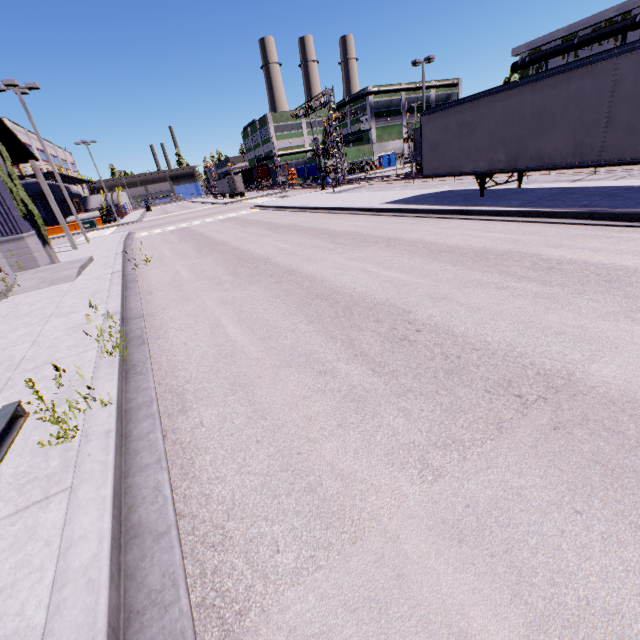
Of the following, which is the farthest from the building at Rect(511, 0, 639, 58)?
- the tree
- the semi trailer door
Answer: the semi trailer door

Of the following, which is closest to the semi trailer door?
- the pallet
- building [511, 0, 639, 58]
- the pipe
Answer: building [511, 0, 639, 58]

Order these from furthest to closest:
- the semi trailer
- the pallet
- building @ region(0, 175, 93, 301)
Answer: building @ region(0, 175, 93, 301)
the semi trailer
the pallet

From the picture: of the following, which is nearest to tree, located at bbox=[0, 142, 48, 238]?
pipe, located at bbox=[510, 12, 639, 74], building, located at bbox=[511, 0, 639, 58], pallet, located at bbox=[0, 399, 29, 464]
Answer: building, located at bbox=[511, 0, 639, 58]

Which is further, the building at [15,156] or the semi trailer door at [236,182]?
the semi trailer door at [236,182]

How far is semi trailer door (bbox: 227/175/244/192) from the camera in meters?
55.8 m

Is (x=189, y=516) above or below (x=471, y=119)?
below

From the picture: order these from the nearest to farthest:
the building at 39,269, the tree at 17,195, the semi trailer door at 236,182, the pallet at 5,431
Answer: the pallet at 5,431, the building at 39,269, the tree at 17,195, the semi trailer door at 236,182
